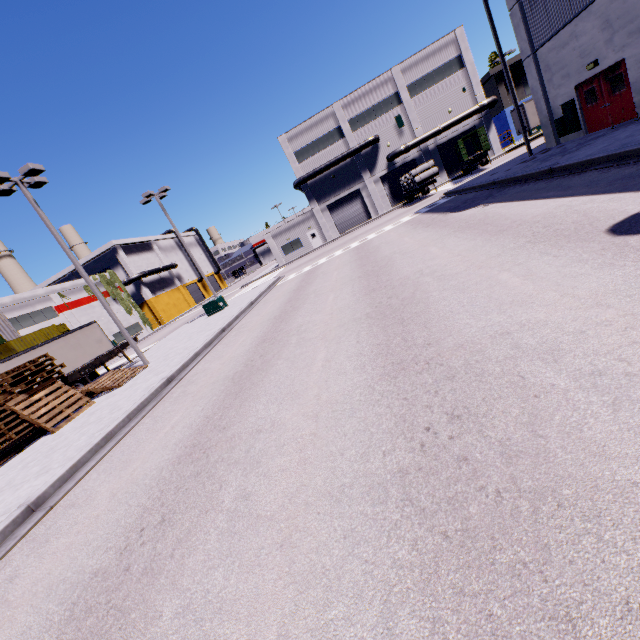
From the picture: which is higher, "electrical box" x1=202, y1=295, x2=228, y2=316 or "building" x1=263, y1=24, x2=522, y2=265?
"building" x1=263, y1=24, x2=522, y2=265

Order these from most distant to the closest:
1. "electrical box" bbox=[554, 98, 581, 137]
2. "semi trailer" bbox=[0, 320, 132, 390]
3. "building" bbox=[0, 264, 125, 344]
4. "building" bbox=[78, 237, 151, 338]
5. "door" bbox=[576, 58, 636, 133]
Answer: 1. "building" bbox=[78, 237, 151, 338]
2. "building" bbox=[0, 264, 125, 344]
3. "semi trailer" bbox=[0, 320, 132, 390]
4. "electrical box" bbox=[554, 98, 581, 137]
5. "door" bbox=[576, 58, 636, 133]

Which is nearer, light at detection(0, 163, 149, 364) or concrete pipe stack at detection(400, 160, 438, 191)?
light at detection(0, 163, 149, 364)

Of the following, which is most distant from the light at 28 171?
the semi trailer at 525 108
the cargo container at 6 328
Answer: the cargo container at 6 328

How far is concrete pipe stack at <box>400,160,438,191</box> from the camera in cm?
3182

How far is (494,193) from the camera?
15.00m

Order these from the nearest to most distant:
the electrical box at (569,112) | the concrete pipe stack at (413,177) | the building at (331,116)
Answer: the electrical box at (569,112)
the concrete pipe stack at (413,177)
the building at (331,116)

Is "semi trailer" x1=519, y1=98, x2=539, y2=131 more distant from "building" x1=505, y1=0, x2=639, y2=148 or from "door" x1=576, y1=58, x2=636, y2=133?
"door" x1=576, y1=58, x2=636, y2=133
